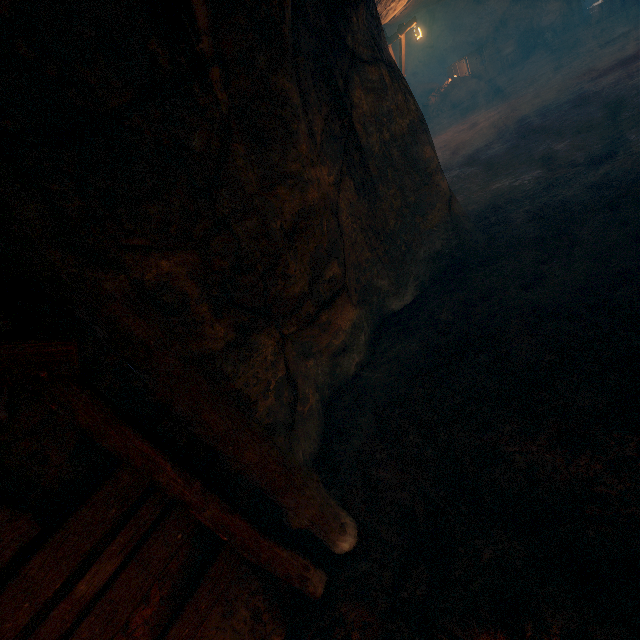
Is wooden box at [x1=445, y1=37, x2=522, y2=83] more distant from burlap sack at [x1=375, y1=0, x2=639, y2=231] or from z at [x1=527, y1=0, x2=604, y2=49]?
z at [x1=527, y1=0, x2=604, y2=49]

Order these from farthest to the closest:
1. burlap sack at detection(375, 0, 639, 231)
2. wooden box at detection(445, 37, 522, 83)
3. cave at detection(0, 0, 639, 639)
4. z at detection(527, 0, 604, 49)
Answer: wooden box at detection(445, 37, 522, 83) < z at detection(527, 0, 604, 49) < burlap sack at detection(375, 0, 639, 231) < cave at detection(0, 0, 639, 639)

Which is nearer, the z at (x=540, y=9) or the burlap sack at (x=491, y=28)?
the burlap sack at (x=491, y=28)

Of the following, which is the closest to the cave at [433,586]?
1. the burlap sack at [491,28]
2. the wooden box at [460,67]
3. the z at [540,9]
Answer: the burlap sack at [491,28]

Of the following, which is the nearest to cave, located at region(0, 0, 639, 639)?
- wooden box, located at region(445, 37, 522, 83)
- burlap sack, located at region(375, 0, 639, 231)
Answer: burlap sack, located at region(375, 0, 639, 231)

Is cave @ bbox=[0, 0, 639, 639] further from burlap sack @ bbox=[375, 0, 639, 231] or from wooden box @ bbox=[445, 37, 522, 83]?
wooden box @ bbox=[445, 37, 522, 83]

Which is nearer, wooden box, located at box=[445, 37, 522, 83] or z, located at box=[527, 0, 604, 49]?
z, located at box=[527, 0, 604, 49]

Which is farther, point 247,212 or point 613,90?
point 613,90
